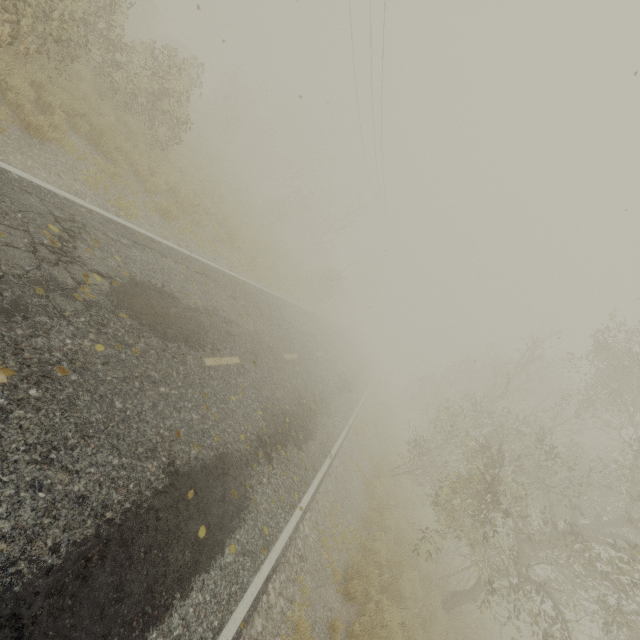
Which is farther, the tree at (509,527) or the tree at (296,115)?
the tree at (296,115)

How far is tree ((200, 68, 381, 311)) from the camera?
30.62m

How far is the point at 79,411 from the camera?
3.65m

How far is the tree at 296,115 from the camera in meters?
30.6 m

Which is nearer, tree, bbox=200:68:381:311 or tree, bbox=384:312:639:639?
tree, bbox=384:312:639:639
